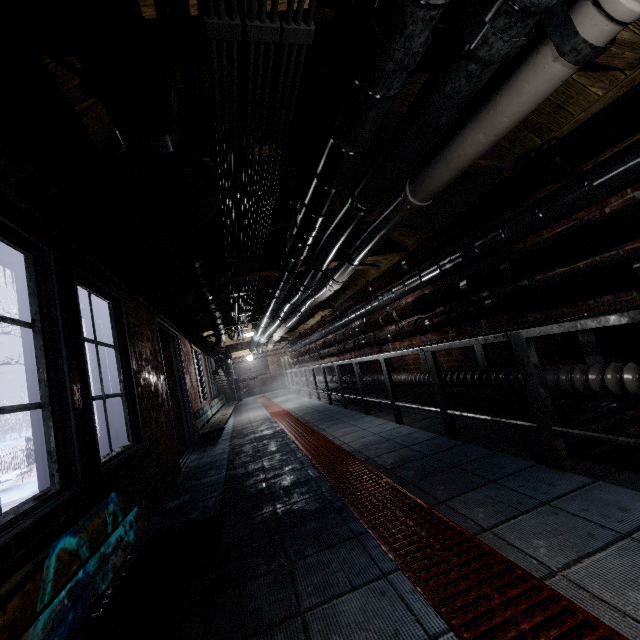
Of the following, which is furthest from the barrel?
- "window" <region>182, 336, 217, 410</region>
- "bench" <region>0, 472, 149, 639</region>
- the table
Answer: "bench" <region>0, 472, 149, 639</region>

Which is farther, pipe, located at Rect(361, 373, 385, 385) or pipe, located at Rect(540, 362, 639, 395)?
pipe, located at Rect(361, 373, 385, 385)

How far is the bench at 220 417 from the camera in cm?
547

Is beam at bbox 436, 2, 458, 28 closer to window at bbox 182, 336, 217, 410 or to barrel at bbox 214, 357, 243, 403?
window at bbox 182, 336, 217, 410

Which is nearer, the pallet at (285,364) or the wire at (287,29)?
the wire at (287,29)

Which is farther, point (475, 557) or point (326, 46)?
point (326, 46)

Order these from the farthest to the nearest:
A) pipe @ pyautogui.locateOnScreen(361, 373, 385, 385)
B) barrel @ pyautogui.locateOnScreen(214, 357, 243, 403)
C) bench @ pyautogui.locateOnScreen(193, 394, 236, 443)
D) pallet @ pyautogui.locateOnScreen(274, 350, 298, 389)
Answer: pallet @ pyautogui.locateOnScreen(274, 350, 298, 389), barrel @ pyautogui.locateOnScreen(214, 357, 243, 403), bench @ pyautogui.locateOnScreen(193, 394, 236, 443), pipe @ pyautogui.locateOnScreen(361, 373, 385, 385)

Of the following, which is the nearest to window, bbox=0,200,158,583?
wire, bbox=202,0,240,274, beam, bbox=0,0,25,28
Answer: beam, bbox=0,0,25,28
